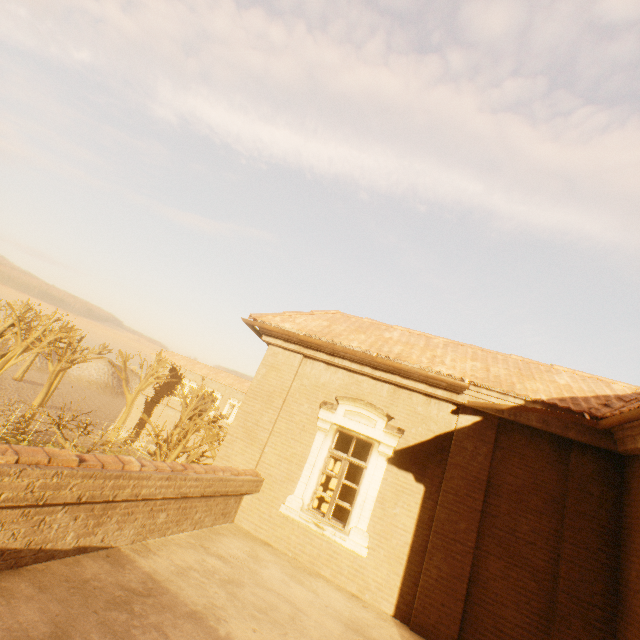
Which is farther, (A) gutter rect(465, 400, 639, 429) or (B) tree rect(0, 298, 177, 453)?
(B) tree rect(0, 298, 177, 453)

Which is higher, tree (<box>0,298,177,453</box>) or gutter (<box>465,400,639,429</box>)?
gutter (<box>465,400,639,429</box>)

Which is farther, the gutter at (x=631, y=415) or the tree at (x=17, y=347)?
the tree at (x=17, y=347)

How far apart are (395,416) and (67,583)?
6.04m

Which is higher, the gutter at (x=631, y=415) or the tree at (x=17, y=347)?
the gutter at (x=631, y=415)
